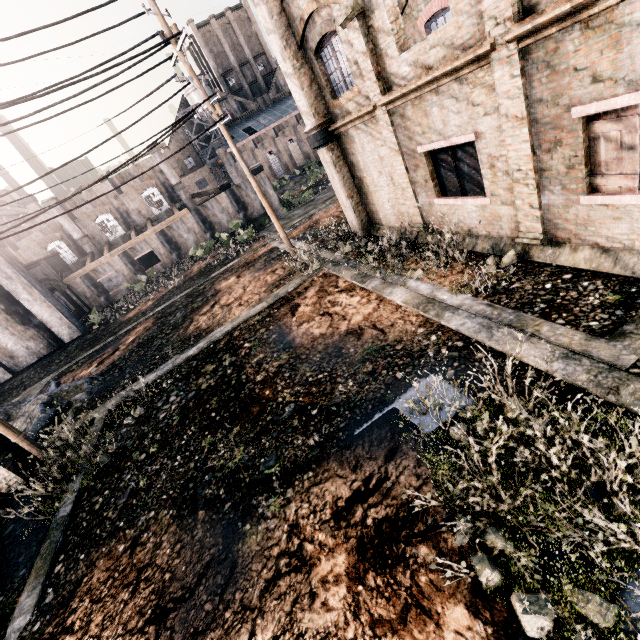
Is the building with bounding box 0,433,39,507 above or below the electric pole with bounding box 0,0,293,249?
below

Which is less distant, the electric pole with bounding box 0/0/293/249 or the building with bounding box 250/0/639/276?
the building with bounding box 250/0/639/276

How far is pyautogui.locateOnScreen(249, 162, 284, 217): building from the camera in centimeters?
3634cm

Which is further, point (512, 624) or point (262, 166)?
point (262, 166)

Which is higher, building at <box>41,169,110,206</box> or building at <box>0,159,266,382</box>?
building at <box>41,169,110,206</box>

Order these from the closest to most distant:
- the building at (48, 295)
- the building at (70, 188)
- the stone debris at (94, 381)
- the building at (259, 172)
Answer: the stone debris at (94, 381)
the building at (48, 295)
the building at (70, 188)
the building at (259, 172)

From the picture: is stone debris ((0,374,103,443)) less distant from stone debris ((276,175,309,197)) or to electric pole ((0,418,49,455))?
electric pole ((0,418,49,455))

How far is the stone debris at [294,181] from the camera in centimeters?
A: 5628cm
